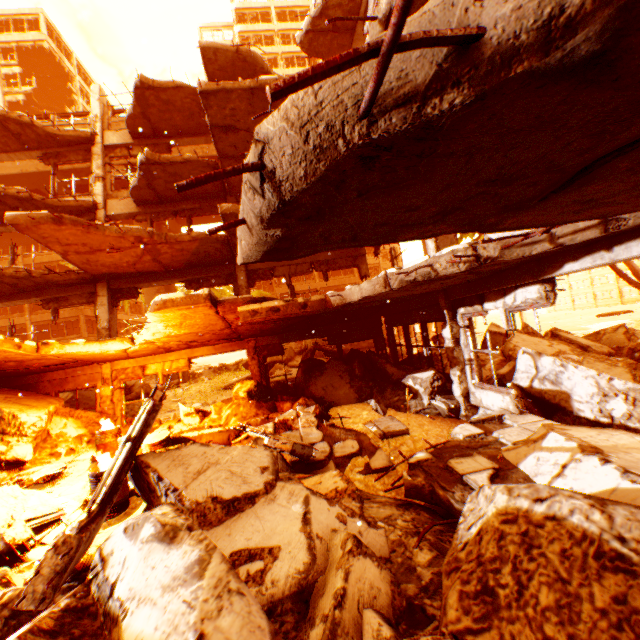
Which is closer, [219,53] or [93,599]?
[93,599]

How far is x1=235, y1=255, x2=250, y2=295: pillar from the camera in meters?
12.1

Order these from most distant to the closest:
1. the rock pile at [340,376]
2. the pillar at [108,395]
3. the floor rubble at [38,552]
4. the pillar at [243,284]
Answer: the pillar at [243,284] → the pillar at [108,395] → the rock pile at [340,376] → the floor rubble at [38,552]

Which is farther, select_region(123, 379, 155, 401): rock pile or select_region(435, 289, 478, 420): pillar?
select_region(123, 379, 155, 401): rock pile

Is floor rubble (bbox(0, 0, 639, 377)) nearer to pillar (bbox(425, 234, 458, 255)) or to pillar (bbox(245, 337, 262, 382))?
pillar (bbox(425, 234, 458, 255))

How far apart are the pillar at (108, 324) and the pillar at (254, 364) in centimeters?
456cm

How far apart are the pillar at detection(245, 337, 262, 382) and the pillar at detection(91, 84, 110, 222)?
4.56m
